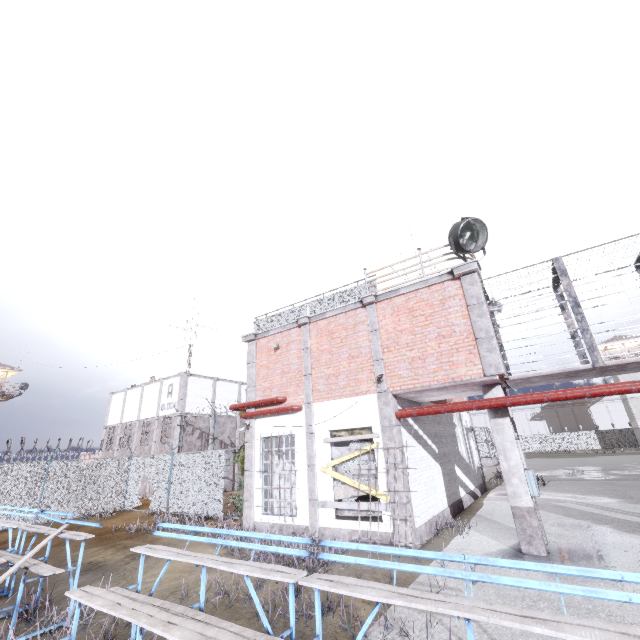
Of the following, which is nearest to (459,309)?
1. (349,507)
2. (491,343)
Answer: (491,343)

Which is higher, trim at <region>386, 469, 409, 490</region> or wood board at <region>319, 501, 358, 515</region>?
trim at <region>386, 469, 409, 490</region>

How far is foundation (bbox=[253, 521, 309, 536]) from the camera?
10.0 meters

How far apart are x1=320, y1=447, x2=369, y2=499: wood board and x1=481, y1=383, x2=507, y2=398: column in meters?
3.0 m

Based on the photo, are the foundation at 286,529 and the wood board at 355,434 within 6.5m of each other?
yes

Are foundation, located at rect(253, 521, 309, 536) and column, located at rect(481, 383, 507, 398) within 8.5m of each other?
yes

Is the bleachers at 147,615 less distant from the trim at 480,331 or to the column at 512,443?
the trim at 480,331

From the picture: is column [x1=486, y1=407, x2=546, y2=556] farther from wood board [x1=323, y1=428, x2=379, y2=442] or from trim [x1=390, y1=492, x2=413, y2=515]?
wood board [x1=323, y1=428, x2=379, y2=442]
